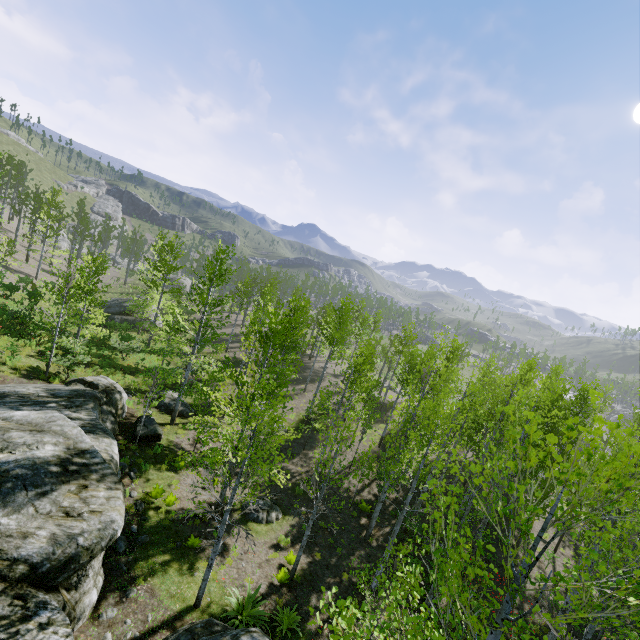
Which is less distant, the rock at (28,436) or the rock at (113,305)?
the rock at (28,436)

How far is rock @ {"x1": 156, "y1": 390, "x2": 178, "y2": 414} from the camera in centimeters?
1972cm

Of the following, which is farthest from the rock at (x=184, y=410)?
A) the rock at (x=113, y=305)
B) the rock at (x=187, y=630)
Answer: the rock at (x=113, y=305)

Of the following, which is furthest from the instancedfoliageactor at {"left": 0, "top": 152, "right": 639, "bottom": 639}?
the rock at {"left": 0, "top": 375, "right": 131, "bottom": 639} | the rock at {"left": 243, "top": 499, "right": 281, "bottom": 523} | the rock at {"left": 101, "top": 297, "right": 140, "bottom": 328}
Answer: the rock at {"left": 101, "top": 297, "right": 140, "bottom": 328}

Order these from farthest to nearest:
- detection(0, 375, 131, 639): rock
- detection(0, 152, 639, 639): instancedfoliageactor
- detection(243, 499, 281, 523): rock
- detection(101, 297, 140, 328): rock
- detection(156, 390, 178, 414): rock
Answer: detection(101, 297, 140, 328): rock → detection(156, 390, 178, 414): rock → detection(243, 499, 281, 523): rock → detection(0, 375, 131, 639): rock → detection(0, 152, 639, 639): instancedfoliageactor

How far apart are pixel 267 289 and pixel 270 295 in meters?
6.9

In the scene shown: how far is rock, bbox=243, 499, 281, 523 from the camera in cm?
1412

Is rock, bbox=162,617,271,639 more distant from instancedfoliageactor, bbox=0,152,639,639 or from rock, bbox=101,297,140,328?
rock, bbox=101,297,140,328
